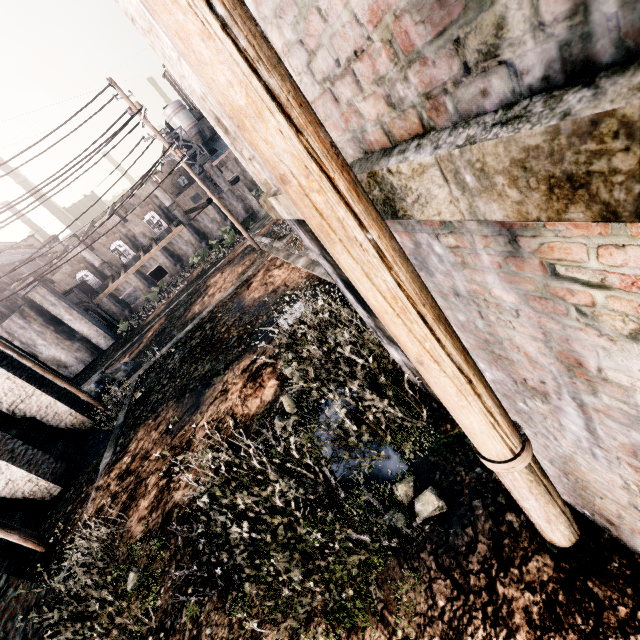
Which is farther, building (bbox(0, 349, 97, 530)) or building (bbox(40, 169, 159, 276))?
building (bbox(40, 169, 159, 276))

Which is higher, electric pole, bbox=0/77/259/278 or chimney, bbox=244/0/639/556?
electric pole, bbox=0/77/259/278

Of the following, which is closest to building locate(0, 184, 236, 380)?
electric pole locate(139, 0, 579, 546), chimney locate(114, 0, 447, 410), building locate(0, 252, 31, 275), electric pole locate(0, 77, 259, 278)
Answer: building locate(0, 252, 31, 275)

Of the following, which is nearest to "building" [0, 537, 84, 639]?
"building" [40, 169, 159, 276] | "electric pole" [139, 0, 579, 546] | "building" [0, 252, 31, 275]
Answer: "electric pole" [139, 0, 579, 546]

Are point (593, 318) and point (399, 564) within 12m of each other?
yes

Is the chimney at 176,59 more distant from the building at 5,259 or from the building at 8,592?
the building at 5,259

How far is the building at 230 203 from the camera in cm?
4229

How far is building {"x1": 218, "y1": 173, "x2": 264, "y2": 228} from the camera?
42.3 meters
